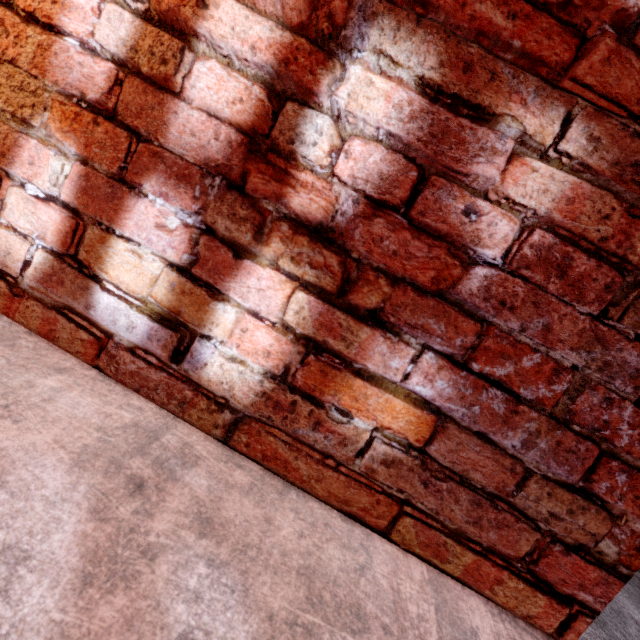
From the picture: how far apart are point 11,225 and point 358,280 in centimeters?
85cm
